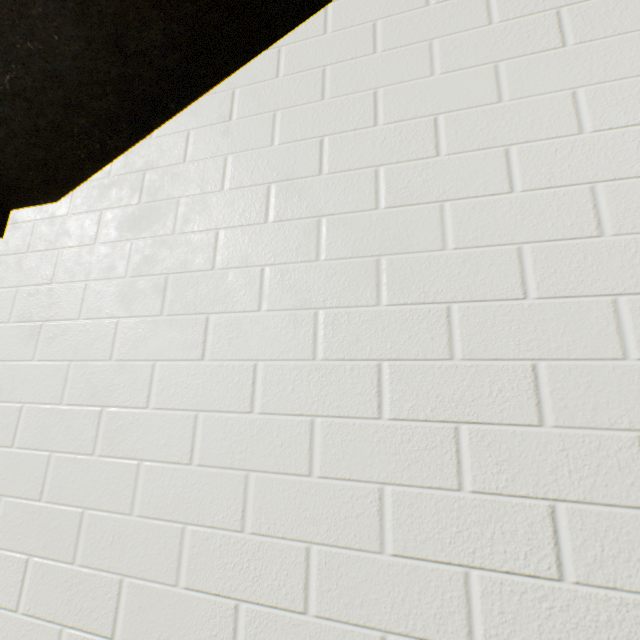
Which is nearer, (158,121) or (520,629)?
(520,629)
